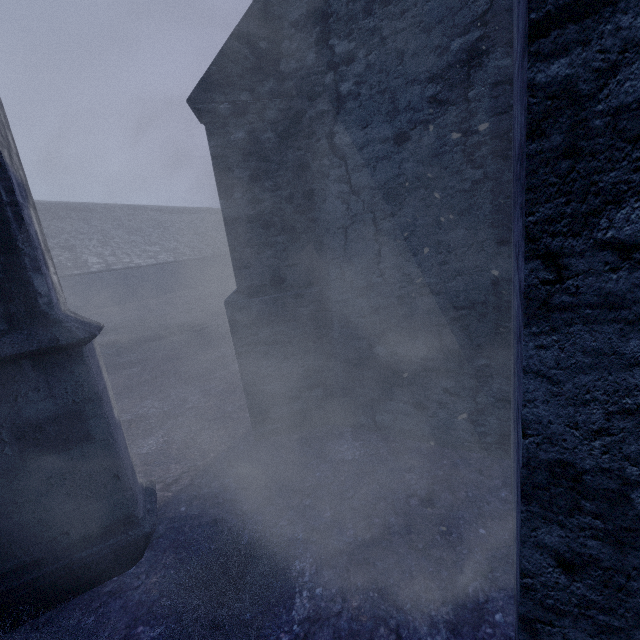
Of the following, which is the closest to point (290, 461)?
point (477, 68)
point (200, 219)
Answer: point (477, 68)
